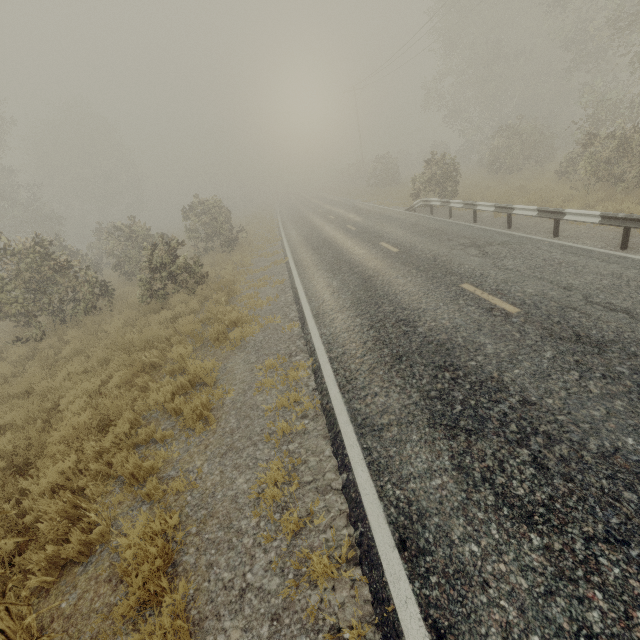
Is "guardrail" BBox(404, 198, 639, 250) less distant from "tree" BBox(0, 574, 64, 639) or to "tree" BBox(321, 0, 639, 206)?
"tree" BBox(0, 574, 64, 639)

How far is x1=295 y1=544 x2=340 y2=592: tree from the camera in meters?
2.8

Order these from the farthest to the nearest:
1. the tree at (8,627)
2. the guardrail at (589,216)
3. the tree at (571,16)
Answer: the tree at (571,16), the guardrail at (589,216), the tree at (8,627)

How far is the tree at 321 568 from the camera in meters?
2.8 m

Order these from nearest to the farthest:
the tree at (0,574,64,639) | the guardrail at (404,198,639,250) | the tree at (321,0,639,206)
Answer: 1. the tree at (0,574,64,639)
2. the guardrail at (404,198,639,250)
3. the tree at (321,0,639,206)

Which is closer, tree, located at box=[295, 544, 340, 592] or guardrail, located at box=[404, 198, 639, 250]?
tree, located at box=[295, 544, 340, 592]

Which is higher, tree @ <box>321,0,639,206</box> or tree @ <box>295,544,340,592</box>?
tree @ <box>321,0,639,206</box>

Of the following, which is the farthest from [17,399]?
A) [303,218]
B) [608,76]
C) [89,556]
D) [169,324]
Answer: [608,76]
